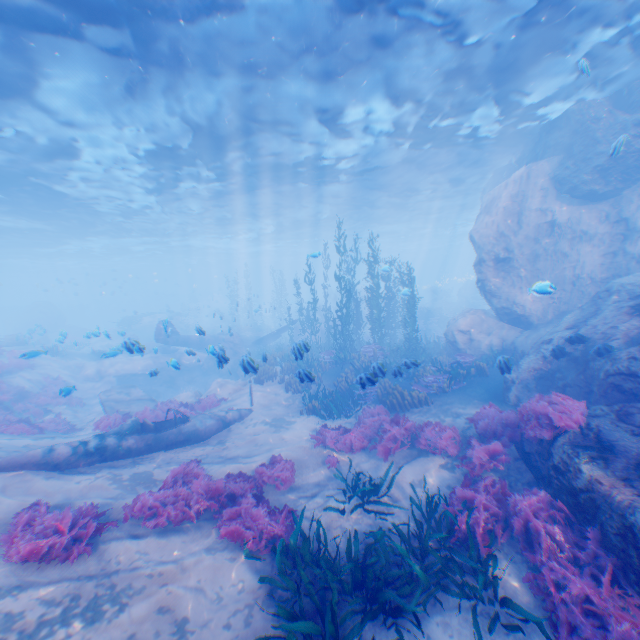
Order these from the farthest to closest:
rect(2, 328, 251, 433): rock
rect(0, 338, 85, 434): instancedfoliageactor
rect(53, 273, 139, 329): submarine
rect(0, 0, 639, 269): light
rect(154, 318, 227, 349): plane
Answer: rect(53, 273, 139, 329): submarine, rect(154, 318, 227, 349): plane, rect(2, 328, 251, 433): rock, rect(0, 338, 85, 434): instancedfoliageactor, rect(0, 0, 639, 269): light

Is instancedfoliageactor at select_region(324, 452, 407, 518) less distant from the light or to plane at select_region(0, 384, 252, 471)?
plane at select_region(0, 384, 252, 471)

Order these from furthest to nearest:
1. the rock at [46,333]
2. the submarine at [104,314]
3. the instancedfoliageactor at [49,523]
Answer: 1. the submarine at [104,314]
2. the rock at [46,333]
3. the instancedfoliageactor at [49,523]

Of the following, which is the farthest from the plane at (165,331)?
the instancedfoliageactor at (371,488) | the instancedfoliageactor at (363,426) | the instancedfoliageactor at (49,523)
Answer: the instancedfoliageactor at (371,488)

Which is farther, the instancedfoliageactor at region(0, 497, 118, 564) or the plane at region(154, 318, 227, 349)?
the plane at region(154, 318, 227, 349)

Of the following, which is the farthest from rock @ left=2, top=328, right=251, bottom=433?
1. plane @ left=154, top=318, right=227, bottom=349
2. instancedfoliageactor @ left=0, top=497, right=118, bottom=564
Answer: instancedfoliageactor @ left=0, top=497, right=118, bottom=564

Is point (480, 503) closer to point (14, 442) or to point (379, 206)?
point (14, 442)

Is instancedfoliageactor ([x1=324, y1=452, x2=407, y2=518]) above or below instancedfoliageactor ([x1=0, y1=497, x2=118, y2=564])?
below
